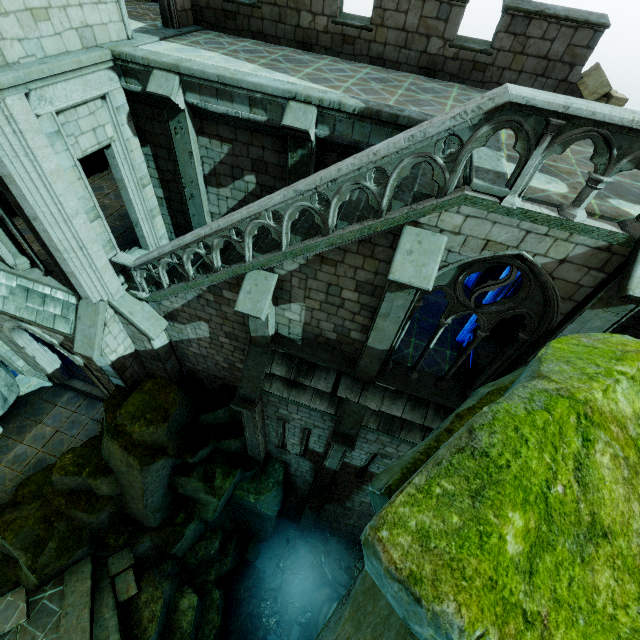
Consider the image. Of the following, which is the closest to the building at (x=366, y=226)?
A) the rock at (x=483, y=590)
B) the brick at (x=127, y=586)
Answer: the rock at (x=483, y=590)

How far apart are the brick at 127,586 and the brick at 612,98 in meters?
20.1 m

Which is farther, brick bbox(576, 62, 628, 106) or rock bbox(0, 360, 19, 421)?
rock bbox(0, 360, 19, 421)

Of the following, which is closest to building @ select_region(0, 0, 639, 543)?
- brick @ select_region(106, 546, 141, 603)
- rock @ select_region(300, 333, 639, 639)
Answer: rock @ select_region(300, 333, 639, 639)

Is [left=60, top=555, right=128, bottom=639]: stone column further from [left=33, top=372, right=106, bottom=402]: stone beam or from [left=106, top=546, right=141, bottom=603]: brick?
[left=33, top=372, right=106, bottom=402]: stone beam

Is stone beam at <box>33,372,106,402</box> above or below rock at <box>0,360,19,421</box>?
below

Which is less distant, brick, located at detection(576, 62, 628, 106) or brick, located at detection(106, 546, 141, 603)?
brick, located at detection(576, 62, 628, 106)

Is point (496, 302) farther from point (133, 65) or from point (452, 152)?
point (133, 65)
